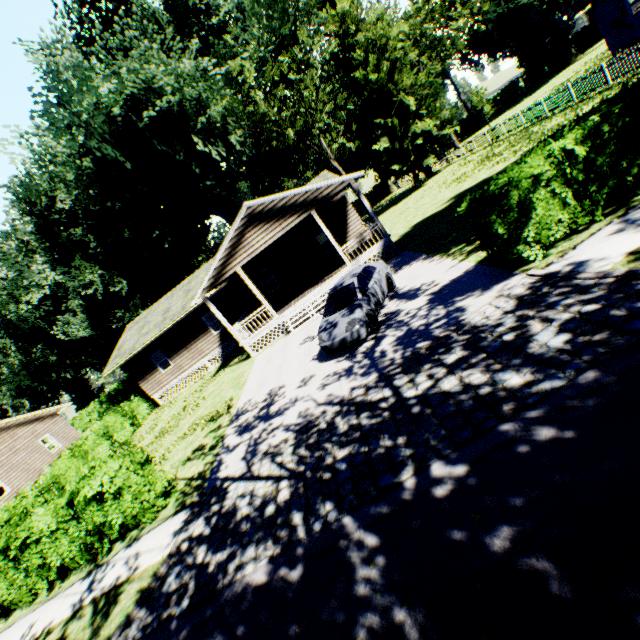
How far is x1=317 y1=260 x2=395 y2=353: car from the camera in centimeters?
995cm

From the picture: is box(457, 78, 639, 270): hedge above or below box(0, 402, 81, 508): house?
below

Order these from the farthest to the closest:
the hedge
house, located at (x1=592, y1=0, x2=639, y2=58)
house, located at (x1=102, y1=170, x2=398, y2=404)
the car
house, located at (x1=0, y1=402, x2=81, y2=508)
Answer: house, located at (x1=0, y1=402, x2=81, y2=508) < house, located at (x1=592, y1=0, x2=639, y2=58) < house, located at (x1=102, y1=170, x2=398, y2=404) < the car < the hedge

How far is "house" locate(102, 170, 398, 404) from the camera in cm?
1662

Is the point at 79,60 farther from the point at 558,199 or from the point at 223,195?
the point at 558,199

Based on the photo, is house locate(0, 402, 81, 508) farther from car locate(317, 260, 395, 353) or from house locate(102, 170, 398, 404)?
car locate(317, 260, 395, 353)

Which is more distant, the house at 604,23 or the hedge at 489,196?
the house at 604,23

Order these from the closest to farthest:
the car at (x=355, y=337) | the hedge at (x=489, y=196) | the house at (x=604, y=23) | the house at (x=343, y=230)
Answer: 1. the hedge at (x=489, y=196)
2. the car at (x=355, y=337)
3. the house at (x=343, y=230)
4. the house at (x=604, y=23)
